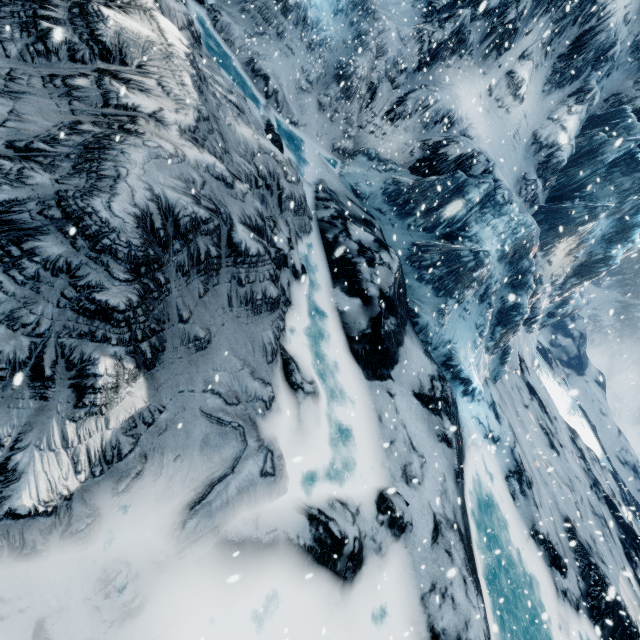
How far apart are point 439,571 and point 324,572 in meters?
3.3
